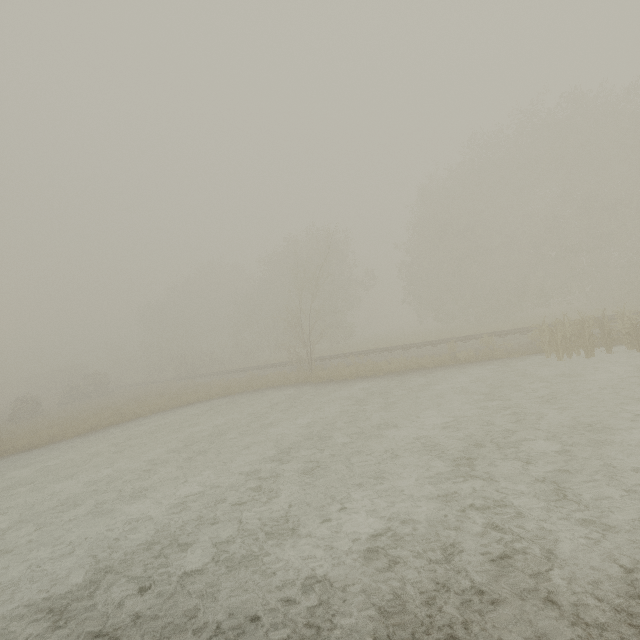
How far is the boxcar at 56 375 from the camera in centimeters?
5362cm

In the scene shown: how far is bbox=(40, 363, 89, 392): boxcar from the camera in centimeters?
5362cm

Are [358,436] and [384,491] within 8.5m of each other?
yes
